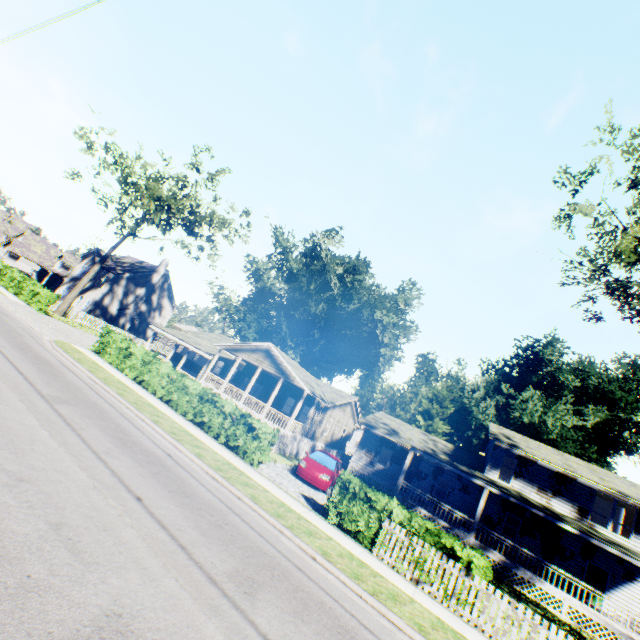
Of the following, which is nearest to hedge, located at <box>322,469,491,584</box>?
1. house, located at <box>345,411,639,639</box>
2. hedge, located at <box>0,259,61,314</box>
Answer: house, located at <box>345,411,639,639</box>

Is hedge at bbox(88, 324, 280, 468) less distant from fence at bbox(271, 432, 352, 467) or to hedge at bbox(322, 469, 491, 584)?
fence at bbox(271, 432, 352, 467)

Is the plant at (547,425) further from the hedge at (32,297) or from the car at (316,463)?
the hedge at (32,297)

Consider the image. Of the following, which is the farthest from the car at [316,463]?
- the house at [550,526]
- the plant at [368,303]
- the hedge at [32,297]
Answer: the hedge at [32,297]

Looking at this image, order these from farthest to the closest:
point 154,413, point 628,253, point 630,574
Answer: point 630,574 → point 628,253 → point 154,413

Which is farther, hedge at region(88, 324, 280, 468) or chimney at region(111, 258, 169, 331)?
chimney at region(111, 258, 169, 331)

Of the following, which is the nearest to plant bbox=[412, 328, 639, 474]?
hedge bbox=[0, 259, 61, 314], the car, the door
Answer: the door

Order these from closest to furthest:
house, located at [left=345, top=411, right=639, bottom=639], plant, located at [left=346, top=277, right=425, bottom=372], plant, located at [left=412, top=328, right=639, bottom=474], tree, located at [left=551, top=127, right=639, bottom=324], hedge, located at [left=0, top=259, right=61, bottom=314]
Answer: tree, located at [left=551, top=127, right=639, bottom=324], house, located at [left=345, top=411, right=639, bottom=639], hedge, located at [left=0, top=259, right=61, bottom=314], plant, located at [left=412, top=328, right=639, bottom=474], plant, located at [left=346, top=277, right=425, bottom=372]
